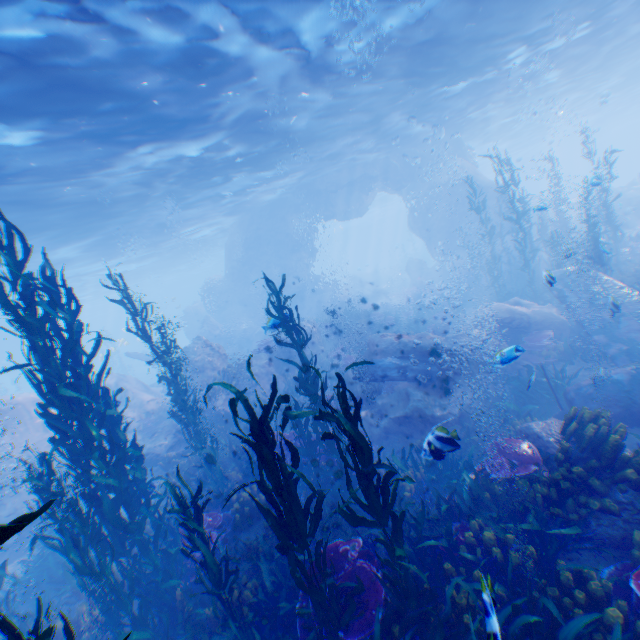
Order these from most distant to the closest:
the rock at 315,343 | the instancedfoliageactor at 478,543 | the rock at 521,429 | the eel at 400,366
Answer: the rock at 315,343, the eel at 400,366, the rock at 521,429, the instancedfoliageactor at 478,543

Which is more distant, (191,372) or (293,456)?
(191,372)

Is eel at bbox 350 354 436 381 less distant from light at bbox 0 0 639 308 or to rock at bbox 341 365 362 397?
rock at bbox 341 365 362 397

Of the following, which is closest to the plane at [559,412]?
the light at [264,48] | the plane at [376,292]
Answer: the light at [264,48]

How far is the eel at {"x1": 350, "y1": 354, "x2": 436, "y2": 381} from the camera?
11.5 meters

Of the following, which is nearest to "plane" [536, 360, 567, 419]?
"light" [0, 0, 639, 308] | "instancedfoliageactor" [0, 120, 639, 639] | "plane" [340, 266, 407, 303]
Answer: "instancedfoliageactor" [0, 120, 639, 639]

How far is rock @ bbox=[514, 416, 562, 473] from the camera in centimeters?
645cm
